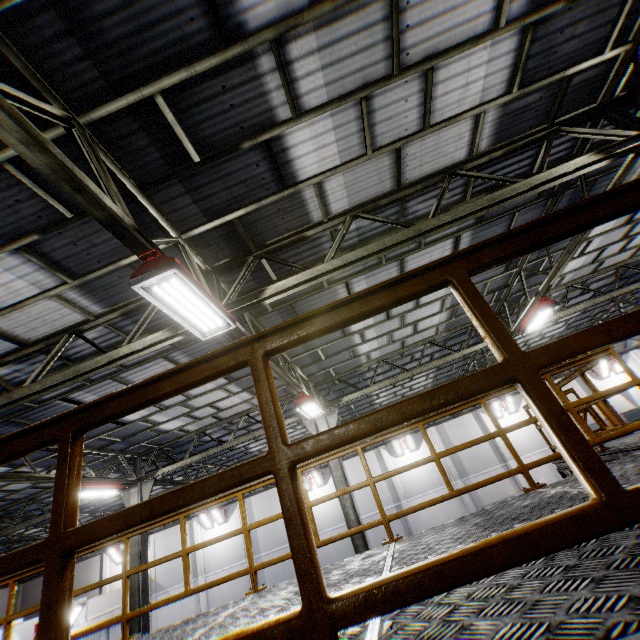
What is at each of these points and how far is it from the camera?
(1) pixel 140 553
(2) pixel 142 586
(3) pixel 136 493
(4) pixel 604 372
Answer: (1) metal pole, 11.0m
(2) metal pole, 10.6m
(3) metal pole, 12.0m
(4) light, 23.4m

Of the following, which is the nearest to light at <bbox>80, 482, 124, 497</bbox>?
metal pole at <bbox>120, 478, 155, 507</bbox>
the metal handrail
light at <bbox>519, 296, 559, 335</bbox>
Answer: metal pole at <bbox>120, 478, 155, 507</bbox>

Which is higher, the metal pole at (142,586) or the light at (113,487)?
the light at (113,487)

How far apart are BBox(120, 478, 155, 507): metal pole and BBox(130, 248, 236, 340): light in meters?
10.2

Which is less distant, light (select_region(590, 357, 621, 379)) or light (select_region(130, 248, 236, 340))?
light (select_region(130, 248, 236, 340))

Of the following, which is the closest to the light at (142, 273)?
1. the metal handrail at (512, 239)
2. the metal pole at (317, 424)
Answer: the metal handrail at (512, 239)

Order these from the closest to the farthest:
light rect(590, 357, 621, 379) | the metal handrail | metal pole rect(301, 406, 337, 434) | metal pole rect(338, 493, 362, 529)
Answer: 1. the metal handrail
2. metal pole rect(338, 493, 362, 529)
3. metal pole rect(301, 406, 337, 434)
4. light rect(590, 357, 621, 379)

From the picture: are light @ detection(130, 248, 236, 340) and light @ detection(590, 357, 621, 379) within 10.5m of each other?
no
